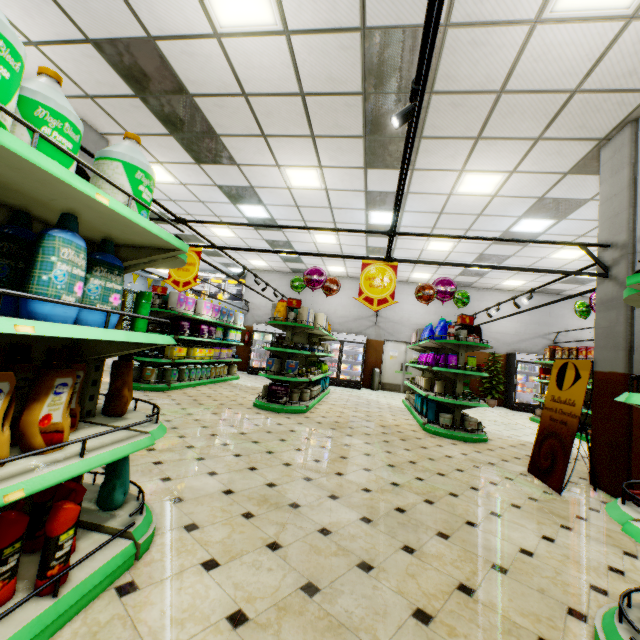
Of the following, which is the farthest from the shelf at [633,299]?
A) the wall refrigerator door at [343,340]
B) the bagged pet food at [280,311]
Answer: the wall refrigerator door at [343,340]

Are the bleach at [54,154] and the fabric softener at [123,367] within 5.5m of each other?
yes

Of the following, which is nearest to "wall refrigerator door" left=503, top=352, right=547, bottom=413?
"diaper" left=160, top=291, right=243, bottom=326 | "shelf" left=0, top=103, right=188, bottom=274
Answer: "diaper" left=160, top=291, right=243, bottom=326

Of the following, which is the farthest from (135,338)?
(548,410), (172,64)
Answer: (548,410)

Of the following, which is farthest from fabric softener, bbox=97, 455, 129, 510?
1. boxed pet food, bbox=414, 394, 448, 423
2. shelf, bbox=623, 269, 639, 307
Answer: boxed pet food, bbox=414, 394, 448, 423

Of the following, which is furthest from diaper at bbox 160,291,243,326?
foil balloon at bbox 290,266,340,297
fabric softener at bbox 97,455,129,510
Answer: fabric softener at bbox 97,455,129,510

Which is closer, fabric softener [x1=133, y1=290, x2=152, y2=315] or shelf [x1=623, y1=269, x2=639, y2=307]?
shelf [x1=623, y1=269, x2=639, y2=307]

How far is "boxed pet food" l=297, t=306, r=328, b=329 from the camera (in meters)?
7.57
